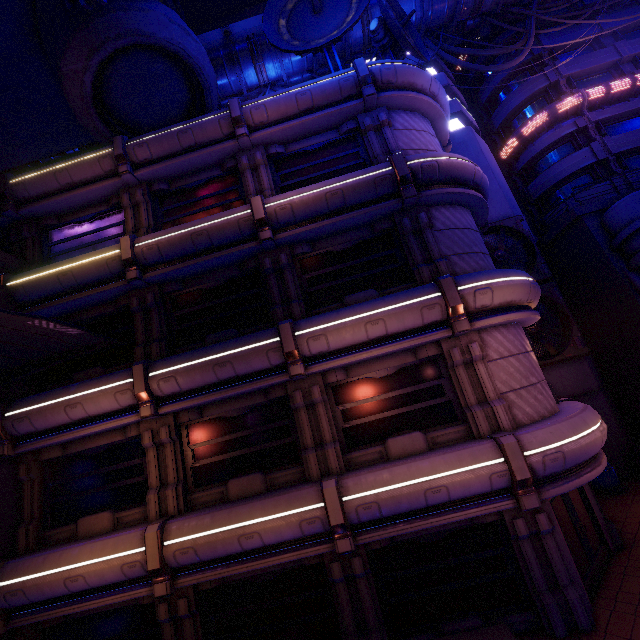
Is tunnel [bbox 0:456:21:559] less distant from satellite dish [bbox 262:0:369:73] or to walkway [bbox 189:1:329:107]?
satellite dish [bbox 262:0:369:73]

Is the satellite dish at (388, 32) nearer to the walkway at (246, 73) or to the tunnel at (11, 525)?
the walkway at (246, 73)

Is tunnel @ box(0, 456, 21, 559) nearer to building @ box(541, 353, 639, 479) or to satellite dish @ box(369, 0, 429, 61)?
satellite dish @ box(369, 0, 429, 61)

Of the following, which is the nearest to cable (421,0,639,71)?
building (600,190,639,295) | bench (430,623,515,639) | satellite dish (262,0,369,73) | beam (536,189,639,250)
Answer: satellite dish (262,0,369,73)

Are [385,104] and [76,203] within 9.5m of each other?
no

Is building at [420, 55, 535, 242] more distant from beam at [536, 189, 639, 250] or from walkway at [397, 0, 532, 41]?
walkway at [397, 0, 532, 41]

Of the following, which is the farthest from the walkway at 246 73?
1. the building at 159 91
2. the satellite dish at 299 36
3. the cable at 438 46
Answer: the satellite dish at 299 36

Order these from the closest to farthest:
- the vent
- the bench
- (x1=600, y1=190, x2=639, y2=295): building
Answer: the bench < (x1=600, y1=190, x2=639, y2=295): building < the vent
